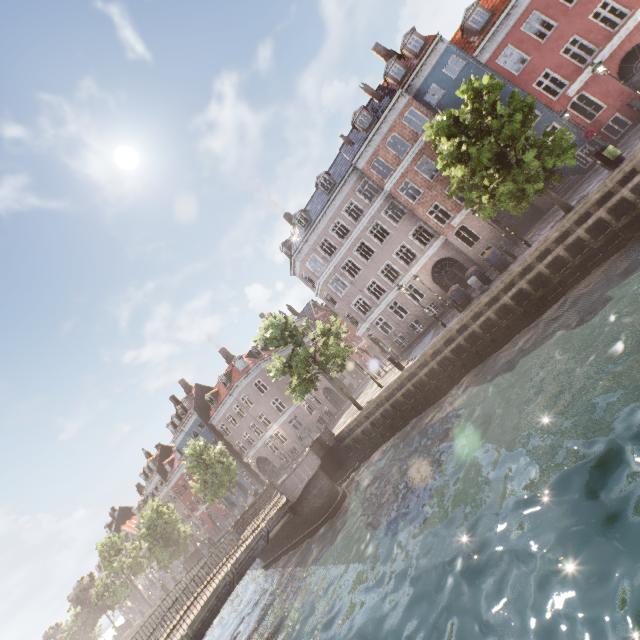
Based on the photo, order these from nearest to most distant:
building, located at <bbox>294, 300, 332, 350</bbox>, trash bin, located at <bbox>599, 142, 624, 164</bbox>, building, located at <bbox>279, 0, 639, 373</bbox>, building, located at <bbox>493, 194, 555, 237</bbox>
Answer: trash bin, located at <bbox>599, 142, 624, 164</bbox> → building, located at <bbox>279, 0, 639, 373</bbox> → building, located at <bbox>493, 194, 555, 237</bbox> → building, located at <bbox>294, 300, 332, 350</bbox>

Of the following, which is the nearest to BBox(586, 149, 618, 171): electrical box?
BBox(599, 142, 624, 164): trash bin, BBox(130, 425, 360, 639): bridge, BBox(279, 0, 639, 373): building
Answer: BBox(599, 142, 624, 164): trash bin

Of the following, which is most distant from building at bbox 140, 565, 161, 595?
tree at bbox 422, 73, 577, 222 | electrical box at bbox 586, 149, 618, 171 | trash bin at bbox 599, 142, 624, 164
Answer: electrical box at bbox 586, 149, 618, 171

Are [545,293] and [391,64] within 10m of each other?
no

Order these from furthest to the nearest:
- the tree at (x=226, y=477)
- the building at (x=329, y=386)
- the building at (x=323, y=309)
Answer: the building at (x=323, y=309), the building at (x=329, y=386), the tree at (x=226, y=477)

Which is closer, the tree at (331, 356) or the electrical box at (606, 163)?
the electrical box at (606, 163)

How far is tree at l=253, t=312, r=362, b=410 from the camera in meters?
21.0 m

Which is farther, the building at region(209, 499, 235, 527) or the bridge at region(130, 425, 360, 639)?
the building at region(209, 499, 235, 527)
